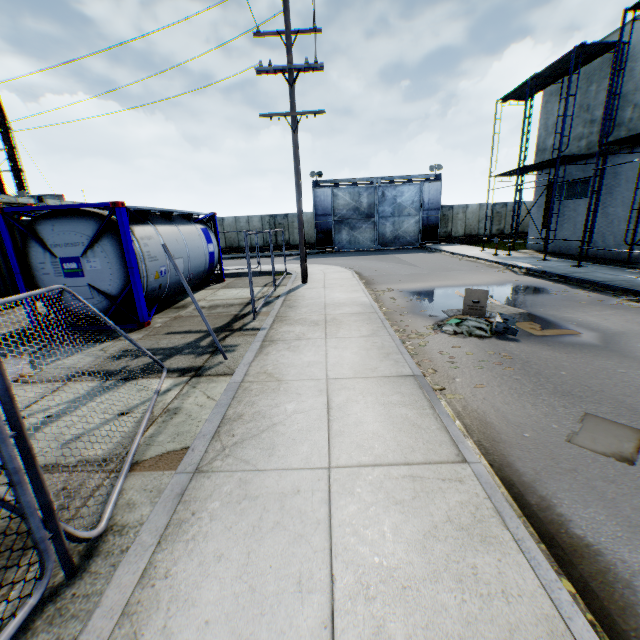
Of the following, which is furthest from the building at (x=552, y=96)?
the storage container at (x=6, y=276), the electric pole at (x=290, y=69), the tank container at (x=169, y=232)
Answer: the storage container at (x=6, y=276)

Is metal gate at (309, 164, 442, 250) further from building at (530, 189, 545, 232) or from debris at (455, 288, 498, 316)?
debris at (455, 288, 498, 316)

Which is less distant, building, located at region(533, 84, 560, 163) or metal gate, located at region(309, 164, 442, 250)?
building, located at region(533, 84, 560, 163)

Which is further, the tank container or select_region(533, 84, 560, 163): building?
select_region(533, 84, 560, 163): building

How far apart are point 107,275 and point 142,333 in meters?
1.7

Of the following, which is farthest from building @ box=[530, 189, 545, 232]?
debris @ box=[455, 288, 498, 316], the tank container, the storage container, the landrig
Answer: the landrig

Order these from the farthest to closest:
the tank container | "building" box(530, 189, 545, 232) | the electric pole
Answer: "building" box(530, 189, 545, 232)
the electric pole
the tank container

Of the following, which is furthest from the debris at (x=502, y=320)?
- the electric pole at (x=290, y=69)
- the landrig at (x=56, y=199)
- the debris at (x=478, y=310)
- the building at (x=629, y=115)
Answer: the landrig at (x=56, y=199)
